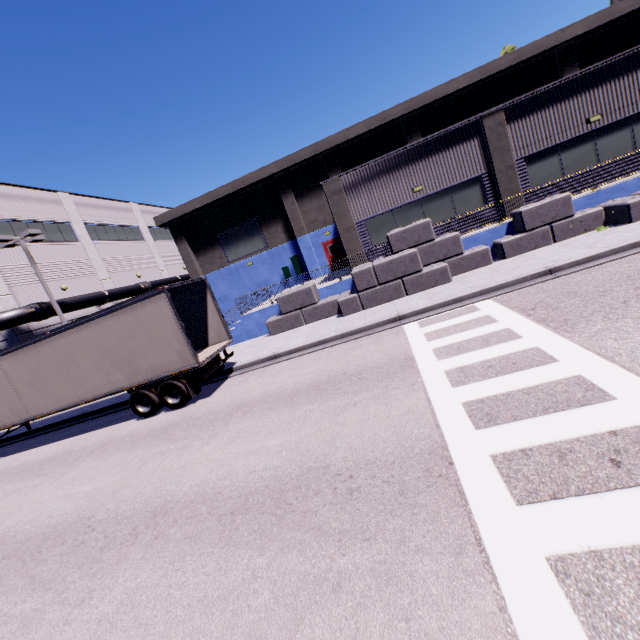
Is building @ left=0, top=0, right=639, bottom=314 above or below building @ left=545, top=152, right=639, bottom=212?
above

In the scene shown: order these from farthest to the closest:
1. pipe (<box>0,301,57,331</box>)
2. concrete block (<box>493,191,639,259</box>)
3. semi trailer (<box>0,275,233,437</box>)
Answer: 1. pipe (<box>0,301,57,331</box>)
2. concrete block (<box>493,191,639,259</box>)
3. semi trailer (<box>0,275,233,437</box>)

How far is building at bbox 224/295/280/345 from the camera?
17.4 meters

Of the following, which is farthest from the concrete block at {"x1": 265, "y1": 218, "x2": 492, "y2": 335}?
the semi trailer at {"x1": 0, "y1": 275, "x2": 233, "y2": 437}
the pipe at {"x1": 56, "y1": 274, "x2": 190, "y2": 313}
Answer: the pipe at {"x1": 56, "y1": 274, "x2": 190, "y2": 313}

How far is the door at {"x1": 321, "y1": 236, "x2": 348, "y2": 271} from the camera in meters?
25.5 m

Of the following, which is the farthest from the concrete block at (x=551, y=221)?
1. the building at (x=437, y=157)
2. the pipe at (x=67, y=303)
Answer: the pipe at (x=67, y=303)

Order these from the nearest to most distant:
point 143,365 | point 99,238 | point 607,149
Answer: point 143,365, point 607,149, point 99,238

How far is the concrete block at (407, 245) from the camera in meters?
13.8
